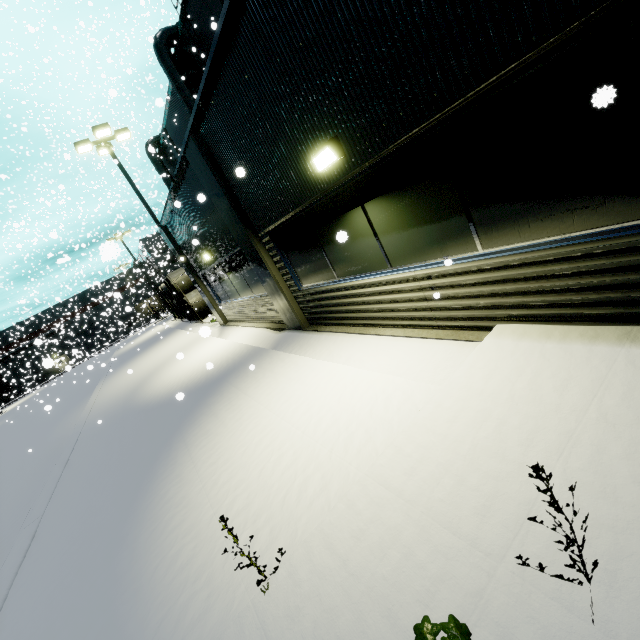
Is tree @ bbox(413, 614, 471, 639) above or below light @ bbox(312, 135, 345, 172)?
below

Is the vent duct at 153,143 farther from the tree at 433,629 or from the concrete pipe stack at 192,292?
the tree at 433,629

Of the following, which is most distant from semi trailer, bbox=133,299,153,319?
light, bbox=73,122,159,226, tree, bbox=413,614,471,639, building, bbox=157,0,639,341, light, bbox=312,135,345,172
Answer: tree, bbox=413,614,471,639

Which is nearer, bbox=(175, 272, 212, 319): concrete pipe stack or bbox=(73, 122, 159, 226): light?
bbox=(73, 122, 159, 226): light

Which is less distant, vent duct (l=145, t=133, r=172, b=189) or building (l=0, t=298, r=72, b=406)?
vent duct (l=145, t=133, r=172, b=189)

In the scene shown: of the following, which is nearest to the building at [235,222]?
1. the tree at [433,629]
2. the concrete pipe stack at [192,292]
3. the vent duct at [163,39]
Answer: the vent duct at [163,39]

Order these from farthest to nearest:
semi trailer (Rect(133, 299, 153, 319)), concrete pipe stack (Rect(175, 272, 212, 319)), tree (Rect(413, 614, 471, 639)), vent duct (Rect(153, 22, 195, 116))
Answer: semi trailer (Rect(133, 299, 153, 319))
concrete pipe stack (Rect(175, 272, 212, 319))
vent duct (Rect(153, 22, 195, 116))
tree (Rect(413, 614, 471, 639))

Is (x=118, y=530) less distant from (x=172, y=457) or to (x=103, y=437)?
(x=172, y=457)
